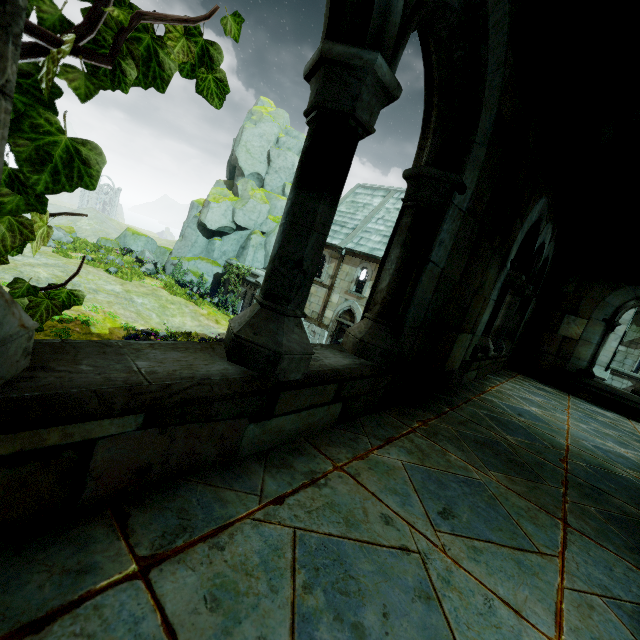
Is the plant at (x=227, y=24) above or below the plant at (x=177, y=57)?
above

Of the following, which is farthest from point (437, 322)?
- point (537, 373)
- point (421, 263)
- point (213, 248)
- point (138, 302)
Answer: point (213, 248)

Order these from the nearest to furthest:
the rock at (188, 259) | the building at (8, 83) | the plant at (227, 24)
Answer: the building at (8, 83) < the plant at (227, 24) < the rock at (188, 259)

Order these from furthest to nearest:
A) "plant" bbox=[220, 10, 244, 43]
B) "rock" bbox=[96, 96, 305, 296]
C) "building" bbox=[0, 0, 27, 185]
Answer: "rock" bbox=[96, 96, 305, 296], "plant" bbox=[220, 10, 244, 43], "building" bbox=[0, 0, 27, 185]

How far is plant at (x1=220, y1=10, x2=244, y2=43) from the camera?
1.11m

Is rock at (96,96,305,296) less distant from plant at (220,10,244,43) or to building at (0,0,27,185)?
building at (0,0,27,185)
